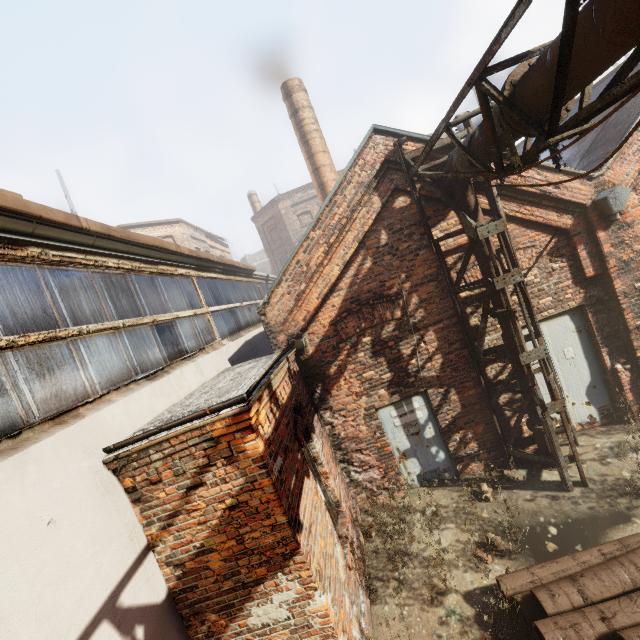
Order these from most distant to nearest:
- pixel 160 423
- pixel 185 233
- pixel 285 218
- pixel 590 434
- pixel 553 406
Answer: pixel 285 218, pixel 185 233, pixel 590 434, pixel 553 406, pixel 160 423

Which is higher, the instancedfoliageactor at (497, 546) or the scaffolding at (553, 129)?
the scaffolding at (553, 129)

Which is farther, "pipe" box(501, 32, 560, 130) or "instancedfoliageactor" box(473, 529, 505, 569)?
"instancedfoliageactor" box(473, 529, 505, 569)

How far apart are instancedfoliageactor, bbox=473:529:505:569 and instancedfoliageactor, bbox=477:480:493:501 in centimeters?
A: 86cm

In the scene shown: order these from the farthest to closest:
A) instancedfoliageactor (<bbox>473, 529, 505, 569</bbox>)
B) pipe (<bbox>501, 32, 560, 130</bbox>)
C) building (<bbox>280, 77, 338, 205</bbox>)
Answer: building (<bbox>280, 77, 338, 205</bbox>) → instancedfoliageactor (<bbox>473, 529, 505, 569</bbox>) → pipe (<bbox>501, 32, 560, 130</bbox>)

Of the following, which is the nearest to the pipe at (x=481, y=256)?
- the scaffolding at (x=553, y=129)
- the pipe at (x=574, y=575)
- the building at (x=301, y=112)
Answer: the scaffolding at (x=553, y=129)

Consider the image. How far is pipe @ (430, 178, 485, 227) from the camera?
5.63m

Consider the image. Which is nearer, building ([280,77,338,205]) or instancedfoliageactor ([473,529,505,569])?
instancedfoliageactor ([473,529,505,569])
